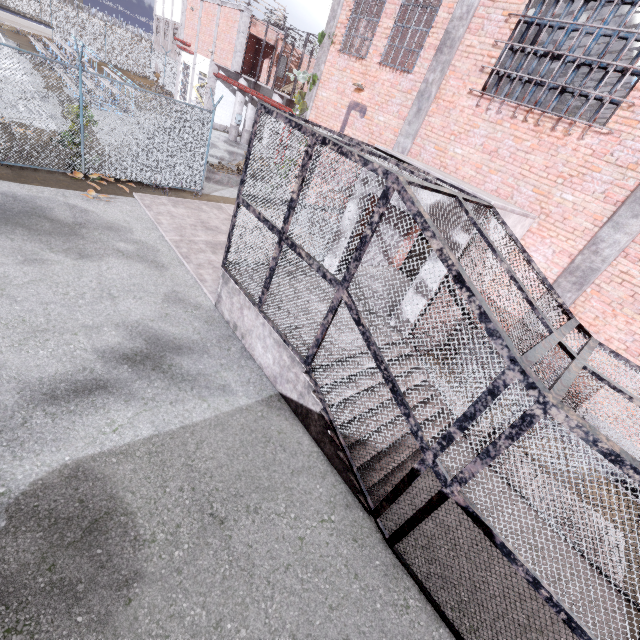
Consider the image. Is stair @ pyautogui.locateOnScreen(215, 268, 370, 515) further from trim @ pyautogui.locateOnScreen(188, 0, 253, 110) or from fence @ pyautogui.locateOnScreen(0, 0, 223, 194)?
trim @ pyautogui.locateOnScreen(188, 0, 253, 110)

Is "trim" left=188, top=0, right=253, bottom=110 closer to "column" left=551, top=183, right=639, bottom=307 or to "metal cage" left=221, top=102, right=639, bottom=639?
"metal cage" left=221, top=102, right=639, bottom=639

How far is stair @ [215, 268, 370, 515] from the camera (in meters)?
4.92

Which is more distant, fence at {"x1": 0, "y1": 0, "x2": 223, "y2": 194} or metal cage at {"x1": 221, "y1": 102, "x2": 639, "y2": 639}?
fence at {"x1": 0, "y1": 0, "x2": 223, "y2": 194}

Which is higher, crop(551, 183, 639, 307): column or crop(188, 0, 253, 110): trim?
crop(188, 0, 253, 110): trim

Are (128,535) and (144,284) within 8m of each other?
yes

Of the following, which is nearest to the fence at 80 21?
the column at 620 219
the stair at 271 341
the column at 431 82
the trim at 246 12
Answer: the trim at 246 12

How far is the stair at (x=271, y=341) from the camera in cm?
492
